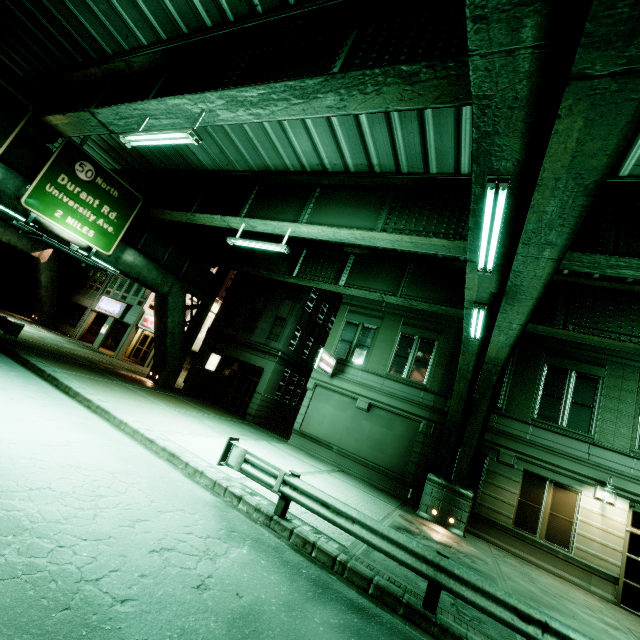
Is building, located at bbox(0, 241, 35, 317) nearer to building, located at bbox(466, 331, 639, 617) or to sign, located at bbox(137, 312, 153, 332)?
sign, located at bbox(137, 312, 153, 332)

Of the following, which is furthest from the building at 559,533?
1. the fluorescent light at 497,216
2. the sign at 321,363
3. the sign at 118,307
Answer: the sign at 118,307

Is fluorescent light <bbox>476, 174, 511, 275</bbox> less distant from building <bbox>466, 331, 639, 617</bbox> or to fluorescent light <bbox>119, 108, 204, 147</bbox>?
fluorescent light <bbox>119, 108, 204, 147</bbox>

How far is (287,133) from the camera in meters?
12.3 m

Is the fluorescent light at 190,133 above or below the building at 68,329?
above

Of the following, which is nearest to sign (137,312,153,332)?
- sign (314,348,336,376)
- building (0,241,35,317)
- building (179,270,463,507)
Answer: building (0,241,35,317)

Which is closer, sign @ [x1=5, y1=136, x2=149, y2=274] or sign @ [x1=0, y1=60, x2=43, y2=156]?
sign @ [x1=0, y1=60, x2=43, y2=156]

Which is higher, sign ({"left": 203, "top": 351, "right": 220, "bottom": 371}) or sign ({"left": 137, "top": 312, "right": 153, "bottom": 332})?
sign ({"left": 137, "top": 312, "right": 153, "bottom": 332})
